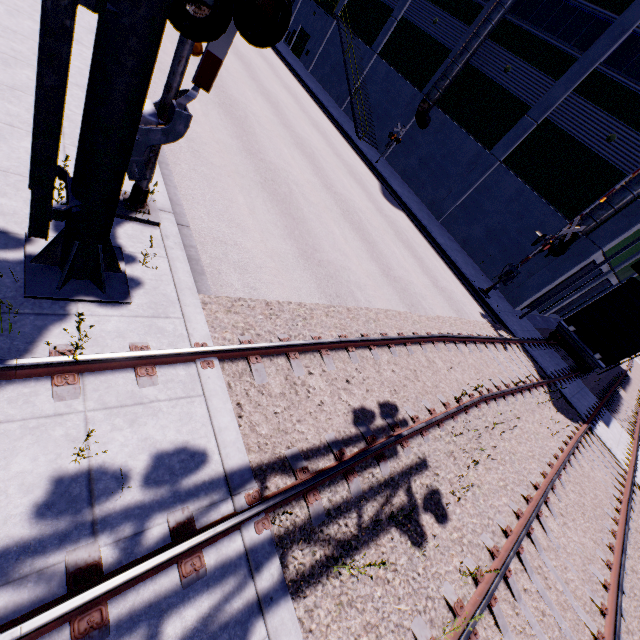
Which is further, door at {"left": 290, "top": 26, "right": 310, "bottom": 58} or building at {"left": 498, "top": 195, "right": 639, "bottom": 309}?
door at {"left": 290, "top": 26, "right": 310, "bottom": 58}

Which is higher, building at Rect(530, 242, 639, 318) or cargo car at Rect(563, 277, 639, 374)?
building at Rect(530, 242, 639, 318)

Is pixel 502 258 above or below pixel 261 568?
above

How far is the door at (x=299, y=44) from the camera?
34.59m

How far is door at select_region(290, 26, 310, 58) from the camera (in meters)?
34.59

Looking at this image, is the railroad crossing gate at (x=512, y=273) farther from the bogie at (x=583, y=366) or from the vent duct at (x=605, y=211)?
the bogie at (x=583, y=366)

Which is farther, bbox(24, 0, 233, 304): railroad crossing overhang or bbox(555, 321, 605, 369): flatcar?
bbox(555, 321, 605, 369): flatcar

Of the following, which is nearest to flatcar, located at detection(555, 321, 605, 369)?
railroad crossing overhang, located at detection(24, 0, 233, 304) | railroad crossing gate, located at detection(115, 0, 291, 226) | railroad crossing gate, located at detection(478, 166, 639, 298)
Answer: railroad crossing gate, located at detection(478, 166, 639, 298)
